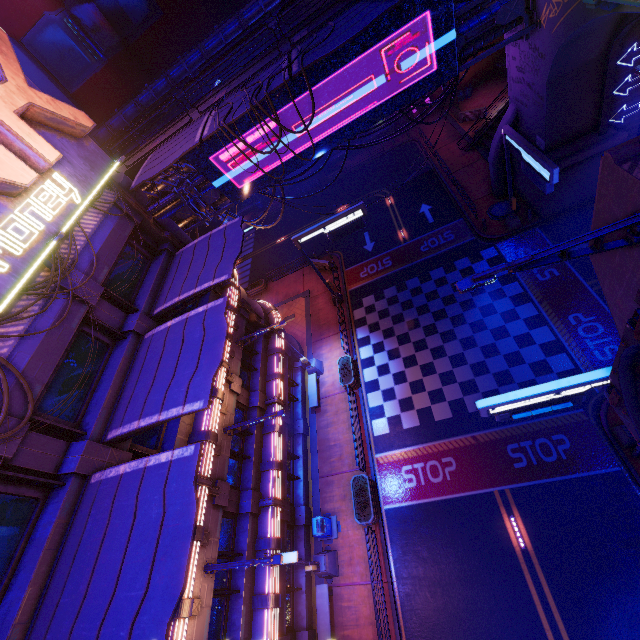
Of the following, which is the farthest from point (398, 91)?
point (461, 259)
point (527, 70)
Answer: point (461, 259)

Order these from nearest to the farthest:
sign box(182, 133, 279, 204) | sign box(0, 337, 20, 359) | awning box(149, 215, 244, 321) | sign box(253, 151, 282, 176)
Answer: sign box(0, 337, 20, 359) < awning box(149, 215, 244, 321) < sign box(182, 133, 279, 204) < sign box(253, 151, 282, 176)

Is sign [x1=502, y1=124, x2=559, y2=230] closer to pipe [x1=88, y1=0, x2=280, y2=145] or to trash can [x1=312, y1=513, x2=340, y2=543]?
trash can [x1=312, y1=513, x2=340, y2=543]

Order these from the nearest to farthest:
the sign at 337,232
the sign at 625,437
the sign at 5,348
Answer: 1. the sign at 5,348
2. the sign at 625,437
3. the sign at 337,232

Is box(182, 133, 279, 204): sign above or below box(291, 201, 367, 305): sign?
above

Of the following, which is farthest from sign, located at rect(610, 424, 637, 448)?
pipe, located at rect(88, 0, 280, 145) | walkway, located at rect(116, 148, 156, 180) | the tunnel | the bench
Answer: pipe, located at rect(88, 0, 280, 145)

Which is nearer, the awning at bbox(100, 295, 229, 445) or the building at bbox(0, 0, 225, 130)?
the awning at bbox(100, 295, 229, 445)

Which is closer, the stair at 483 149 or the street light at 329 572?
the street light at 329 572
